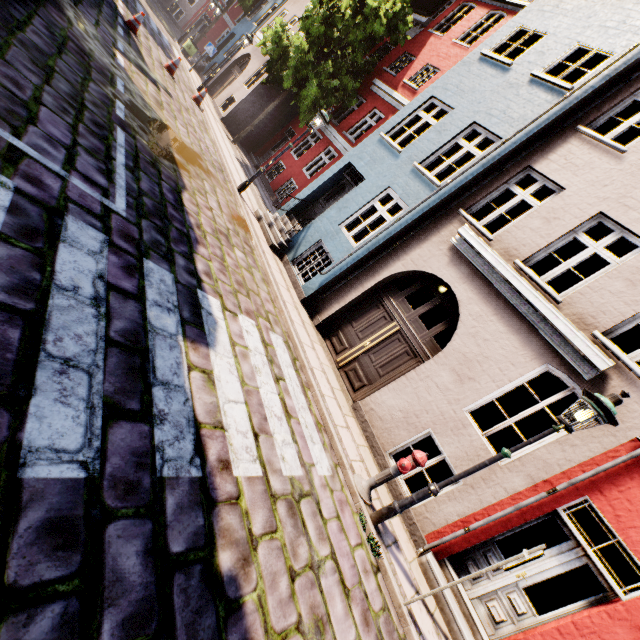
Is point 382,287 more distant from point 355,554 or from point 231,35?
point 231,35

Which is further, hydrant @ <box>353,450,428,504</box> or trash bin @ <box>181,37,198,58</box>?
trash bin @ <box>181,37,198,58</box>

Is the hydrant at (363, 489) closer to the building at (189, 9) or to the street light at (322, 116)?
the building at (189, 9)

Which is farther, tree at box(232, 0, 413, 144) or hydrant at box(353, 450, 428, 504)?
tree at box(232, 0, 413, 144)

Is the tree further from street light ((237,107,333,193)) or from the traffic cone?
street light ((237,107,333,193))

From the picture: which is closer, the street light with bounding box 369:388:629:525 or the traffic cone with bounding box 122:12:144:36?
the street light with bounding box 369:388:629:525

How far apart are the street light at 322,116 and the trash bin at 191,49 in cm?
1707

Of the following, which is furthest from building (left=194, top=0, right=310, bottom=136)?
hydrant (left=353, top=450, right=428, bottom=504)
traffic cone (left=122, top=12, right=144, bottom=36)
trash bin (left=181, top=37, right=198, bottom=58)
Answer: traffic cone (left=122, top=12, right=144, bottom=36)
